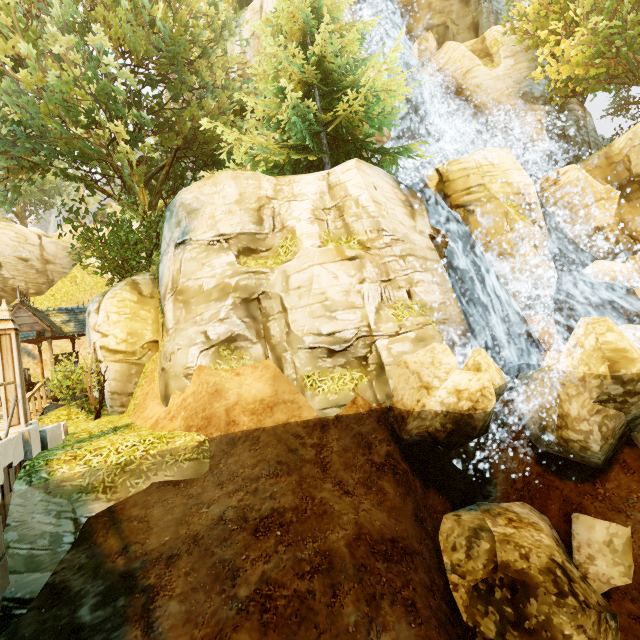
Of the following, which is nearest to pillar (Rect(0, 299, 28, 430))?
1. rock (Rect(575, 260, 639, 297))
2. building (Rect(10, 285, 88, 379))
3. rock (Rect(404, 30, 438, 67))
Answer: building (Rect(10, 285, 88, 379))

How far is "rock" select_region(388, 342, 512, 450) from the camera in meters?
6.6 m

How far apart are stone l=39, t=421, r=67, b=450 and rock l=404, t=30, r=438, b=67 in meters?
24.9

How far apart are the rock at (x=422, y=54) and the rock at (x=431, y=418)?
19.4m

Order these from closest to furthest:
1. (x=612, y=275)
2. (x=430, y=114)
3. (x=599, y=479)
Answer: (x=599, y=479) → (x=612, y=275) → (x=430, y=114)

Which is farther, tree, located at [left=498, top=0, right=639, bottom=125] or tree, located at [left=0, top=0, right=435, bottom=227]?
tree, located at [left=498, top=0, right=639, bottom=125]

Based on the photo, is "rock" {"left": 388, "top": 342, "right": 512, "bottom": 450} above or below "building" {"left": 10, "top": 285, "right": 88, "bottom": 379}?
below

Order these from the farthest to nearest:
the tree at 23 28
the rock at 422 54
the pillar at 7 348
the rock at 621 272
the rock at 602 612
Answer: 1. the rock at 422 54
2. the rock at 621 272
3. the tree at 23 28
4. the pillar at 7 348
5. the rock at 602 612
